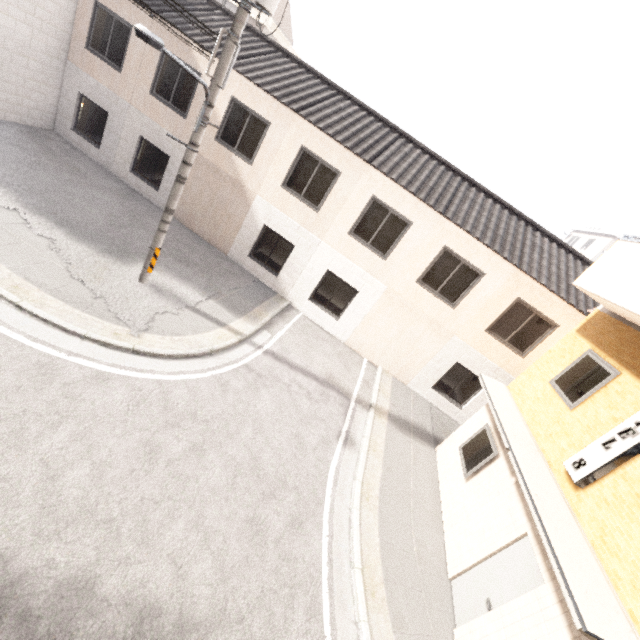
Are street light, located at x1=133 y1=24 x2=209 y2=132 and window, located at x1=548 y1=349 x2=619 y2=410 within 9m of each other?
no

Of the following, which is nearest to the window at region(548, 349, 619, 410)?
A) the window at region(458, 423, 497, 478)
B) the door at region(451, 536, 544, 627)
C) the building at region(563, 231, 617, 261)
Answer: the window at region(458, 423, 497, 478)

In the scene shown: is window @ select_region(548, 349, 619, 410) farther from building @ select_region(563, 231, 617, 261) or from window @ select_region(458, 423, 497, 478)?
building @ select_region(563, 231, 617, 261)

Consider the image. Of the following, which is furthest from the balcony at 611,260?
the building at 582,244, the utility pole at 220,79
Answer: the building at 582,244

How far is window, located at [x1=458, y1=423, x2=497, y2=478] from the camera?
8.0 meters

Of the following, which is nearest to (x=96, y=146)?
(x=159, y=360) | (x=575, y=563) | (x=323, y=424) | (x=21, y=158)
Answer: (x=21, y=158)

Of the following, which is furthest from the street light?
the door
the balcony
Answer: the door

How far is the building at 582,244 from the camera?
33.5 meters
